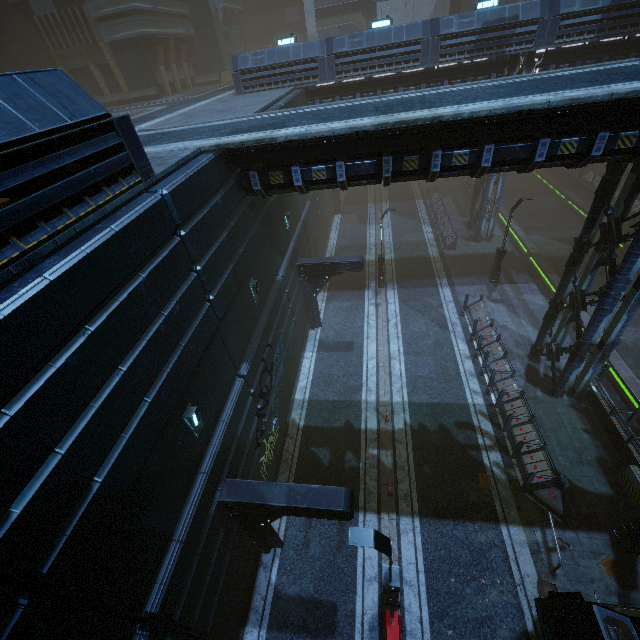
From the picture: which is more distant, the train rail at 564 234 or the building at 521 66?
the train rail at 564 234

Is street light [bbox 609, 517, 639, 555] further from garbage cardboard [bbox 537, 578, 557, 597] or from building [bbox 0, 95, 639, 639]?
garbage cardboard [bbox 537, 578, 557, 597]

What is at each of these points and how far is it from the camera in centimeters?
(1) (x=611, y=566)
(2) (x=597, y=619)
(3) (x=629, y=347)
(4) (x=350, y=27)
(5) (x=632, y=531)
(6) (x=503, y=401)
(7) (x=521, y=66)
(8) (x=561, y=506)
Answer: (1) garbage cardboard, 1020cm
(2) car, 809cm
(3) train rail, 1772cm
(4) building, 3703cm
(5) street light, 993cm
(6) building, 1464cm
(7) building, 2088cm
(8) barrier, 1127cm

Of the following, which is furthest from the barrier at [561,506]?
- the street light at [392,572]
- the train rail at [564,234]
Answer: the street light at [392,572]

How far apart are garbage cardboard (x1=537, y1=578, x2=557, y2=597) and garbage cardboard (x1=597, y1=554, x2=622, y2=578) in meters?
1.6 m

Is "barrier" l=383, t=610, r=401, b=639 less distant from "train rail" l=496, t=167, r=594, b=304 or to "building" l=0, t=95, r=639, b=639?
"building" l=0, t=95, r=639, b=639

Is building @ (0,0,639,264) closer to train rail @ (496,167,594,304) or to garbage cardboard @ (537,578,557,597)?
train rail @ (496,167,594,304)

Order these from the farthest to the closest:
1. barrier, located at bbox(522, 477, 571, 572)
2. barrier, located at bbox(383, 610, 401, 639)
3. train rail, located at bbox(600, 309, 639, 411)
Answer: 1. train rail, located at bbox(600, 309, 639, 411)
2. barrier, located at bbox(522, 477, 571, 572)
3. barrier, located at bbox(383, 610, 401, 639)
